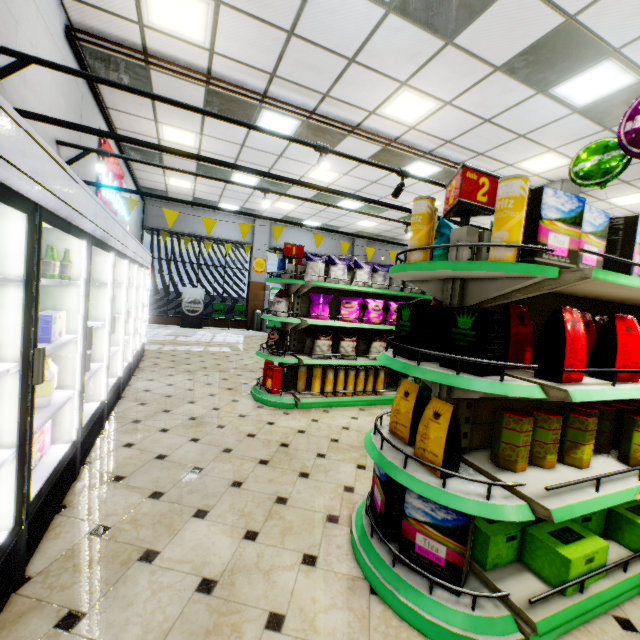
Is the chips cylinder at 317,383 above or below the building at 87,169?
below

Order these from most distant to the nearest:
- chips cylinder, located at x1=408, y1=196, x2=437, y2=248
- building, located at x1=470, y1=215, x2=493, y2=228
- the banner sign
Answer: building, located at x1=470, y1=215, x2=493, y2=228
the banner sign
chips cylinder, located at x1=408, y1=196, x2=437, y2=248

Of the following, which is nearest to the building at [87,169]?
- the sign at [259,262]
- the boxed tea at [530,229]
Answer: the sign at [259,262]

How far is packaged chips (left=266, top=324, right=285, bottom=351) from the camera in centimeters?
488cm

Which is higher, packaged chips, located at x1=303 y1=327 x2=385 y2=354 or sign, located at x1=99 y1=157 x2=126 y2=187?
sign, located at x1=99 y1=157 x2=126 y2=187

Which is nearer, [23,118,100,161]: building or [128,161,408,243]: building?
[23,118,100,161]: building

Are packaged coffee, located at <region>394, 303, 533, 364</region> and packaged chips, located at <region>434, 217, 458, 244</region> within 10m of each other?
yes

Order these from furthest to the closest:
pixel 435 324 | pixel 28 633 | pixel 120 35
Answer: pixel 120 35
pixel 435 324
pixel 28 633
